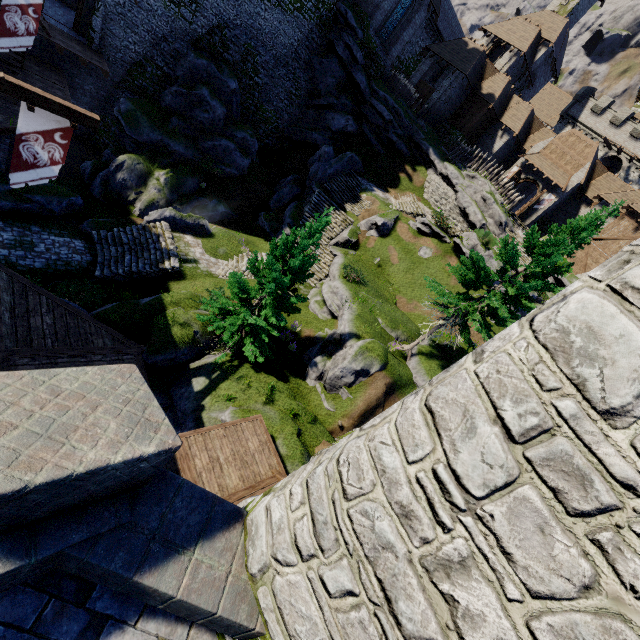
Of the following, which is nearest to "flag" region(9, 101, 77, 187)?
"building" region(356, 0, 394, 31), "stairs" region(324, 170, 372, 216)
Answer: "stairs" region(324, 170, 372, 216)

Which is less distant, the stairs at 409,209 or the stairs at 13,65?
the stairs at 13,65

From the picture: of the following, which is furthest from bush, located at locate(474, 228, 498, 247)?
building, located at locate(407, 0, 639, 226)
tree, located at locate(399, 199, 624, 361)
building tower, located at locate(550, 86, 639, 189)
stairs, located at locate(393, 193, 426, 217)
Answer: building tower, located at locate(550, 86, 639, 189)

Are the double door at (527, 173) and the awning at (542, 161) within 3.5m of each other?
yes

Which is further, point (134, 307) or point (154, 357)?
point (134, 307)

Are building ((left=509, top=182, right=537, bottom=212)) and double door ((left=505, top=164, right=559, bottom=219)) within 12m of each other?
yes

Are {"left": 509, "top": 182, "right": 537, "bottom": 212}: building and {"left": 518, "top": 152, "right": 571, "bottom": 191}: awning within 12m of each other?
yes

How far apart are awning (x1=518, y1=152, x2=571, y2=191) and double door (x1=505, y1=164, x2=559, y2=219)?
0.5 meters
